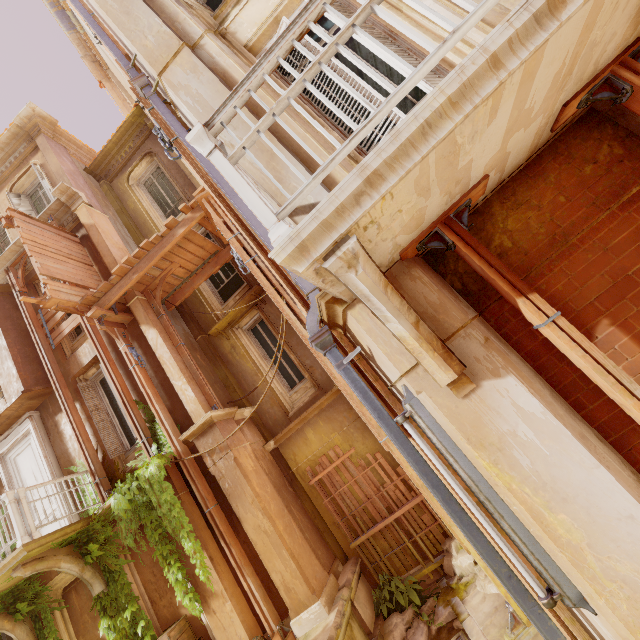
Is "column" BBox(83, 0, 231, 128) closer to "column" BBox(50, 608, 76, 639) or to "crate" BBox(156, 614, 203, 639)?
"crate" BBox(156, 614, 203, 639)

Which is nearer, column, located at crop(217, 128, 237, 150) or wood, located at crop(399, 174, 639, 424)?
wood, located at crop(399, 174, 639, 424)

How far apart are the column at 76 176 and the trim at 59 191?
0.0m

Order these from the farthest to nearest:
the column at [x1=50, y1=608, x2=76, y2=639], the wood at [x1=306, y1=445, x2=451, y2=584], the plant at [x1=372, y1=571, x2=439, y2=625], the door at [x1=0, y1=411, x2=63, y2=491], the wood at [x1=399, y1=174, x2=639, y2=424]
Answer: the door at [x1=0, y1=411, x2=63, y2=491], the column at [x1=50, y1=608, x2=76, y2=639], the wood at [x1=306, y1=445, x2=451, y2=584], the plant at [x1=372, y1=571, x2=439, y2=625], the wood at [x1=399, y1=174, x2=639, y2=424]

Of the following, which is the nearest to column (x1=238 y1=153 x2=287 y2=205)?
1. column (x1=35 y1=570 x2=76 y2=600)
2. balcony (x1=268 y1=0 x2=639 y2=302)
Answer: balcony (x1=268 y1=0 x2=639 y2=302)

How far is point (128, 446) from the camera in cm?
862

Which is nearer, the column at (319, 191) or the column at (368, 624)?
the column at (319, 191)

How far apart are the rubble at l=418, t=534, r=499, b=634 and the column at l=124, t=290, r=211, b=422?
5.6m
